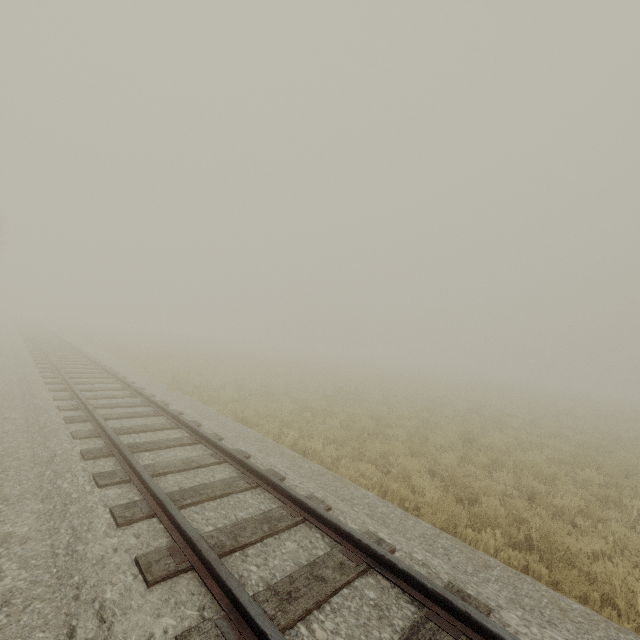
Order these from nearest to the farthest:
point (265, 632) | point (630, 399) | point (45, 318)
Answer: point (265, 632), point (630, 399), point (45, 318)
